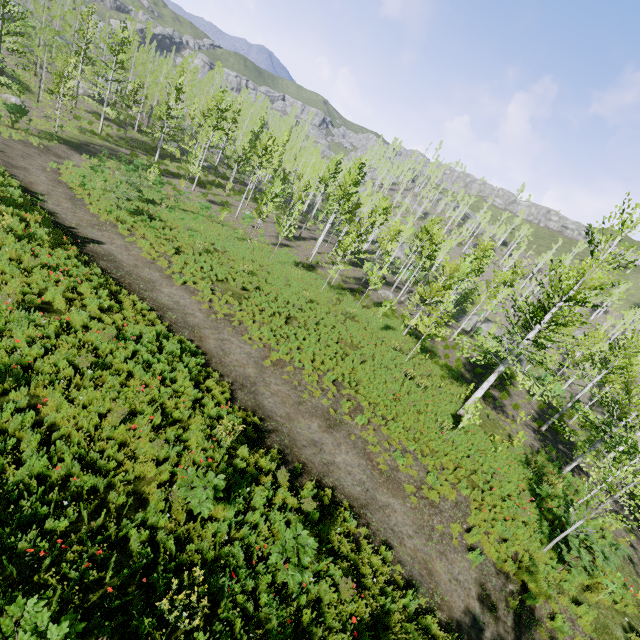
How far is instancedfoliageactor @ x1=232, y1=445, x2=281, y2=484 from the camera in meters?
8.1 m

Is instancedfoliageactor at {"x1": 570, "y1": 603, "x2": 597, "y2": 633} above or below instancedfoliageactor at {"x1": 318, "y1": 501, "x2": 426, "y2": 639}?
above

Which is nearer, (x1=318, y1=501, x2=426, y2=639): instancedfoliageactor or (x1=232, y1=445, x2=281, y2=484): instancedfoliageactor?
(x1=318, y1=501, x2=426, y2=639): instancedfoliageactor

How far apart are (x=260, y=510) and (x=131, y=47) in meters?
61.8 m

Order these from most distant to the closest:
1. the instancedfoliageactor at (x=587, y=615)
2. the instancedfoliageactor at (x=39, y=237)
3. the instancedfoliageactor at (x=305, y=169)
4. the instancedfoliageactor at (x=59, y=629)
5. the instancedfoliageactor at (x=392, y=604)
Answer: the instancedfoliageactor at (x=305, y=169), the instancedfoliageactor at (x=39, y=237), the instancedfoliageactor at (x=587, y=615), the instancedfoliageactor at (x=392, y=604), the instancedfoliageactor at (x=59, y=629)

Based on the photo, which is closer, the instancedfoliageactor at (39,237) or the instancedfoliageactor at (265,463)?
the instancedfoliageactor at (265,463)
